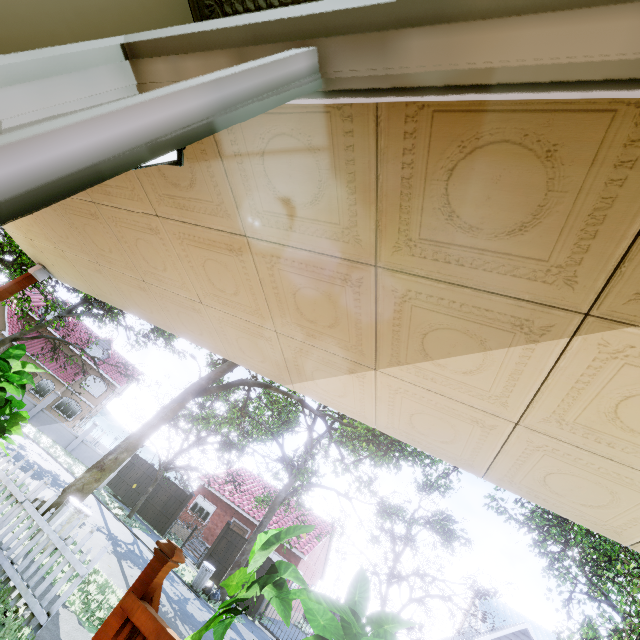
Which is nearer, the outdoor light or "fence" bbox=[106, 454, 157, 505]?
the outdoor light

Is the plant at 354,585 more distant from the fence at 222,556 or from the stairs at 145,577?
the fence at 222,556

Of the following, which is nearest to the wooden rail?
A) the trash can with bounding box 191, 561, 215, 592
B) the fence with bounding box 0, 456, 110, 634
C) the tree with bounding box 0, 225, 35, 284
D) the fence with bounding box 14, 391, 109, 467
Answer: the fence with bounding box 0, 456, 110, 634

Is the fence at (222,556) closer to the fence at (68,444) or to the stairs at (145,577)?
the fence at (68,444)

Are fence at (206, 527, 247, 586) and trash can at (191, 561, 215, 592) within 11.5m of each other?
yes

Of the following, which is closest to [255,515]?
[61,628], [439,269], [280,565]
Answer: [61,628]

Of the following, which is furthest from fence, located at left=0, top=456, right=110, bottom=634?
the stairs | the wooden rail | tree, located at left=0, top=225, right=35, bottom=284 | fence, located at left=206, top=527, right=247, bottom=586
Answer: fence, located at left=206, top=527, right=247, bottom=586

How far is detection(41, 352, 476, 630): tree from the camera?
9.78m
